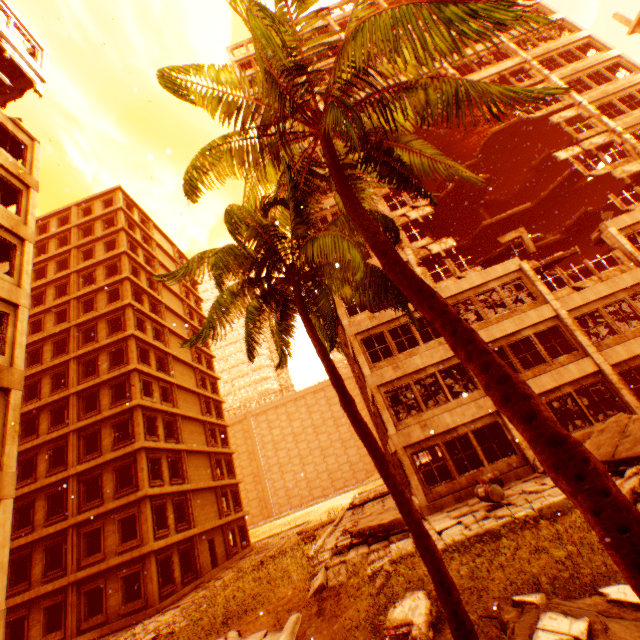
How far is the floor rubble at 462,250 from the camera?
26.1 meters

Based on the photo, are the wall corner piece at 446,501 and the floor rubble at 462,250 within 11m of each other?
no

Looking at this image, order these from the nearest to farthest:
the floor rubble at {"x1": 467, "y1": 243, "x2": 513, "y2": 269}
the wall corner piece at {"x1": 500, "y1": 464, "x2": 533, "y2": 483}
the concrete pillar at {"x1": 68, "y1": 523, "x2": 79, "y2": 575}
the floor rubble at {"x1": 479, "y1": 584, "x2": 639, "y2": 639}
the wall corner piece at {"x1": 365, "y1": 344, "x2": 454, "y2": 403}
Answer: the floor rubble at {"x1": 479, "y1": 584, "x2": 639, "y2": 639}
the wall corner piece at {"x1": 500, "y1": 464, "x2": 533, "y2": 483}
the wall corner piece at {"x1": 365, "y1": 344, "x2": 454, "y2": 403}
the concrete pillar at {"x1": 68, "y1": 523, "x2": 79, "y2": 575}
the floor rubble at {"x1": 467, "y1": 243, "x2": 513, "y2": 269}

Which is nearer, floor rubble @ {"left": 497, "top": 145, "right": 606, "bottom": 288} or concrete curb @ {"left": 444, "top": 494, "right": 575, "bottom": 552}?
concrete curb @ {"left": 444, "top": 494, "right": 575, "bottom": 552}

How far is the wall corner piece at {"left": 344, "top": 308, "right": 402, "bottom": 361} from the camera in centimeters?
1727cm

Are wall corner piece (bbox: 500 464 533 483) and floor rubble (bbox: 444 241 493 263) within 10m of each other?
no

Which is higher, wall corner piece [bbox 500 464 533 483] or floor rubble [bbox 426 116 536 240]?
floor rubble [bbox 426 116 536 240]

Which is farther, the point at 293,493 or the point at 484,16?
the point at 293,493
